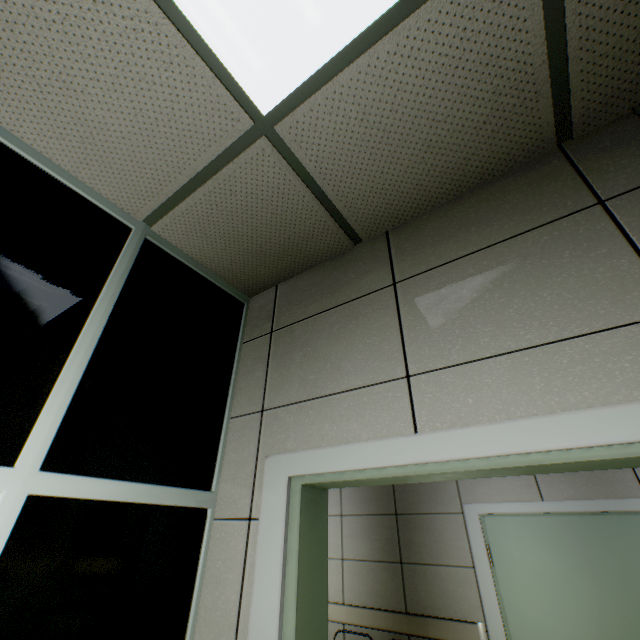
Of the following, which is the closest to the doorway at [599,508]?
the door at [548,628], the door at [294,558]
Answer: the door at [548,628]

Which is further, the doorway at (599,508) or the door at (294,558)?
the doorway at (599,508)

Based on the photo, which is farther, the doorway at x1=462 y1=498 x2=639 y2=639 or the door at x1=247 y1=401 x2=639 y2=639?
the doorway at x1=462 y1=498 x2=639 y2=639

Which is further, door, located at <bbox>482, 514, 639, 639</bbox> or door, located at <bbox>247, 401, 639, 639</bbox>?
door, located at <bbox>482, 514, 639, 639</bbox>

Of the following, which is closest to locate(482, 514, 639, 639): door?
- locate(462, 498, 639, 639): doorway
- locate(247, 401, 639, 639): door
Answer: locate(462, 498, 639, 639): doorway

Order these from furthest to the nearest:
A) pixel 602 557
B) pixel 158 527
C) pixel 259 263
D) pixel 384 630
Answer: pixel 384 630 < pixel 602 557 < pixel 259 263 < pixel 158 527

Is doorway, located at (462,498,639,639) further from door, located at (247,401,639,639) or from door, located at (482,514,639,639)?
door, located at (247,401,639,639)
